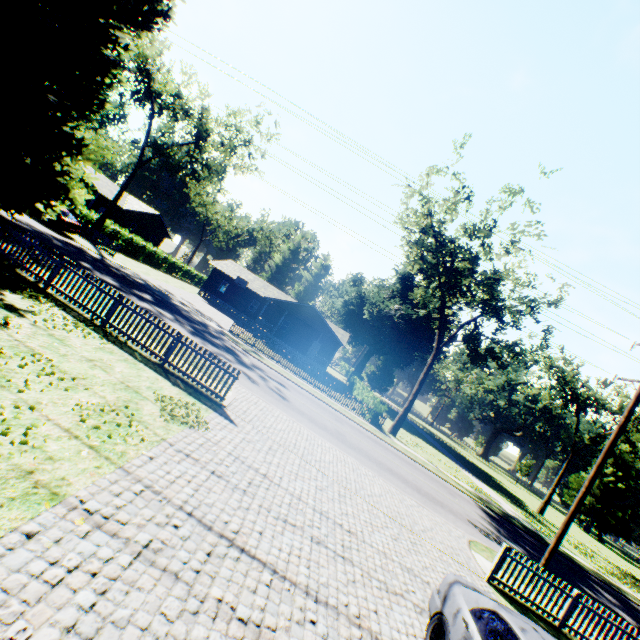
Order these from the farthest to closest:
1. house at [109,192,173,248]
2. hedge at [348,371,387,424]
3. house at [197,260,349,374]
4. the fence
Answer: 1. house at [109,192,173,248]
2. house at [197,260,349,374]
3. hedge at [348,371,387,424]
4. the fence

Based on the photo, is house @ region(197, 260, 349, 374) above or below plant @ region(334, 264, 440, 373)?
below

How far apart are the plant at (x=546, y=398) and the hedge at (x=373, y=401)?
25.6 meters

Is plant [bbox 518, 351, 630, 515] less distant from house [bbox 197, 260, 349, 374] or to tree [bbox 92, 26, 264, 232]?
house [bbox 197, 260, 349, 374]

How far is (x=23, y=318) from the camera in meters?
8.3 m

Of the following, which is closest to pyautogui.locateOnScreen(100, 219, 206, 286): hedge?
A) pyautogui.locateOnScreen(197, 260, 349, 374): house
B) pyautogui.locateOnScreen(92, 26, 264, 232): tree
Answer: pyautogui.locateOnScreen(92, 26, 264, 232): tree

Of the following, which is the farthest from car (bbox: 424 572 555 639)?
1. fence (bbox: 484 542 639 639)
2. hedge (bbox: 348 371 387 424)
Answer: hedge (bbox: 348 371 387 424)

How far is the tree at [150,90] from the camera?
27.92m
